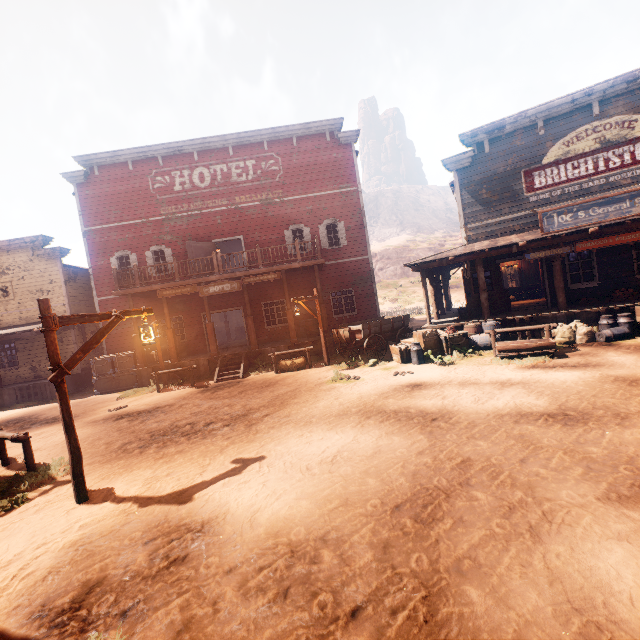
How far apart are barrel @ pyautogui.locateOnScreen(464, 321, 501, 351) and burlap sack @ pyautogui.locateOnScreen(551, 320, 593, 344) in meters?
1.1 m

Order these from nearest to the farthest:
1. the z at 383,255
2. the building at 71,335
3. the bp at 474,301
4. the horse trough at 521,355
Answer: the horse trough at 521,355 → the bp at 474,301 → the building at 71,335 → the z at 383,255

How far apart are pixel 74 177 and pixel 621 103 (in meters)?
25.40

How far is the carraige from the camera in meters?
12.8

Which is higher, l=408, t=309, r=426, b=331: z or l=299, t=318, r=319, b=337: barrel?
l=299, t=318, r=319, b=337: barrel

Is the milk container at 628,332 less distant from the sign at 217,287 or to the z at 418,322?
the z at 418,322

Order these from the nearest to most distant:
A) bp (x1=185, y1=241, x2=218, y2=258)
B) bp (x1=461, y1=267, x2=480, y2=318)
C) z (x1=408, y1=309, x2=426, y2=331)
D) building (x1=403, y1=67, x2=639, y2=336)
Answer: building (x1=403, y1=67, x2=639, y2=336) < bp (x1=461, y1=267, x2=480, y2=318) < bp (x1=185, y1=241, x2=218, y2=258) < z (x1=408, y1=309, x2=426, y2=331)

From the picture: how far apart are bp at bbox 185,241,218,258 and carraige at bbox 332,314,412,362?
8.2 meters
